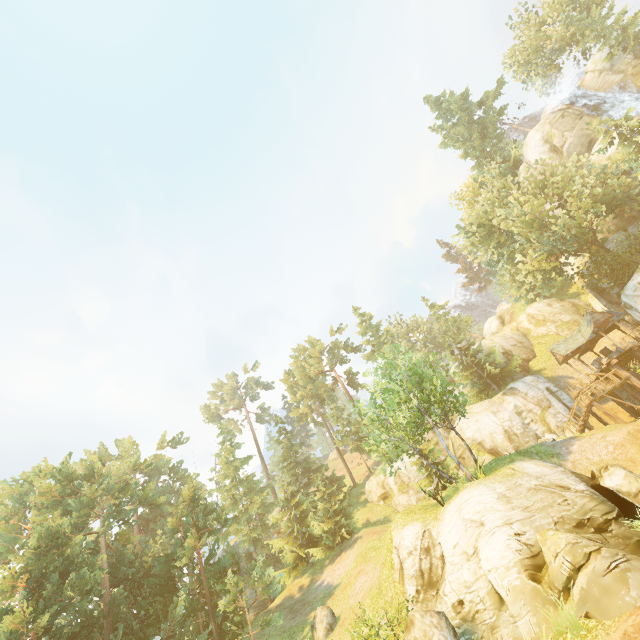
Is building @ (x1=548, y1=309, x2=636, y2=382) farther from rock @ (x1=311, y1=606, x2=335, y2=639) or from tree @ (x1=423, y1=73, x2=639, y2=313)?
rock @ (x1=311, y1=606, x2=335, y2=639)

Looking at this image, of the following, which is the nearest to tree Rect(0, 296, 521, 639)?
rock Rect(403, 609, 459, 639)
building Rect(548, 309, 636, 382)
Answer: building Rect(548, 309, 636, 382)

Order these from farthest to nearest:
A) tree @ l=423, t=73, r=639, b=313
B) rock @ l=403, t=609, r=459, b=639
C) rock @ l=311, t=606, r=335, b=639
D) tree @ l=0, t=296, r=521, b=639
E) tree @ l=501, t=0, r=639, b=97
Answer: tree @ l=501, t=0, r=639, b=97 < tree @ l=423, t=73, r=639, b=313 < tree @ l=0, t=296, r=521, b=639 < rock @ l=311, t=606, r=335, b=639 < rock @ l=403, t=609, r=459, b=639

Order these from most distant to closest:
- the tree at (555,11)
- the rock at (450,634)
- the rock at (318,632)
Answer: the tree at (555,11)
the rock at (318,632)
the rock at (450,634)

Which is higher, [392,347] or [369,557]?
[392,347]

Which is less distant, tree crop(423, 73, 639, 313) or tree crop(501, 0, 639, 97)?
tree crop(423, 73, 639, 313)

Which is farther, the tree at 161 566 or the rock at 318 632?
the tree at 161 566

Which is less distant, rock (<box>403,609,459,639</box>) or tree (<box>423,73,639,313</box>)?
rock (<box>403,609,459,639</box>)
